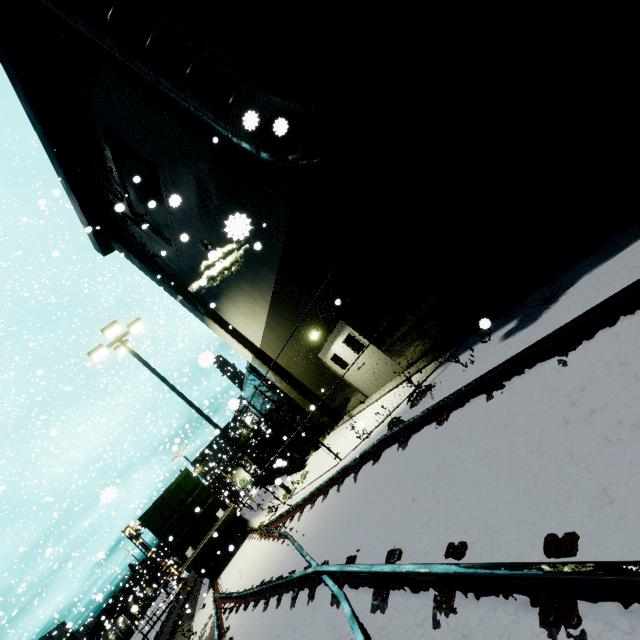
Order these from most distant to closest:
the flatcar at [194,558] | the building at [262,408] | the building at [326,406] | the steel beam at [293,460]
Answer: the building at [262,408] → the steel beam at [293,460] → the flatcar at [194,558] → the building at [326,406]

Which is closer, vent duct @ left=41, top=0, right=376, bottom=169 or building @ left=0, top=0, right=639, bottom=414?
building @ left=0, top=0, right=639, bottom=414

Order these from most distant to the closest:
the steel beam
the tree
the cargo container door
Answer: the steel beam, the cargo container door, the tree

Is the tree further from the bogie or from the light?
the bogie

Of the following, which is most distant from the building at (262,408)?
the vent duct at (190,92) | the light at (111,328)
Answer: the light at (111,328)

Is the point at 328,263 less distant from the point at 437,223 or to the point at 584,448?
the point at 437,223

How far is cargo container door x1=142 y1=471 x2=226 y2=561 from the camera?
13.34m

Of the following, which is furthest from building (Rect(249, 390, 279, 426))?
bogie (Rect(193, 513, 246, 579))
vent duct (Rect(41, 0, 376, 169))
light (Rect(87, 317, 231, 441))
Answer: bogie (Rect(193, 513, 246, 579))
